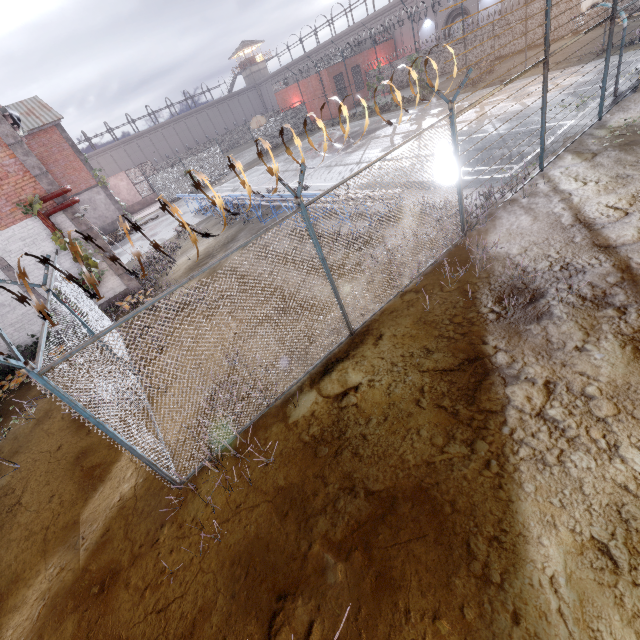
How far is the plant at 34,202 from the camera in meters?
10.1 m

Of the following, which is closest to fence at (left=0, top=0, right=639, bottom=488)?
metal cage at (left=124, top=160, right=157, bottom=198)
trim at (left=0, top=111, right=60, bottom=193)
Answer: trim at (left=0, top=111, right=60, bottom=193)

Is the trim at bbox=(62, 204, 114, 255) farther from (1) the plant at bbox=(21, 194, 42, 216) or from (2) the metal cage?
(2) the metal cage

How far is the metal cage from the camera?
35.1 meters

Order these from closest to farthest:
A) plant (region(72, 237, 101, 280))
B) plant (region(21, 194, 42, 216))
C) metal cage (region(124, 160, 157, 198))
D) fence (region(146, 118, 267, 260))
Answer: fence (region(146, 118, 267, 260)) → plant (region(21, 194, 42, 216)) → plant (region(72, 237, 101, 280)) → metal cage (region(124, 160, 157, 198))

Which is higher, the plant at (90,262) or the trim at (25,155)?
the trim at (25,155)

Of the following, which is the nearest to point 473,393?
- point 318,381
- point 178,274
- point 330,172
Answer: point 318,381

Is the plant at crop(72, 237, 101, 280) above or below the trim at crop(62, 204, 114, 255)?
below
